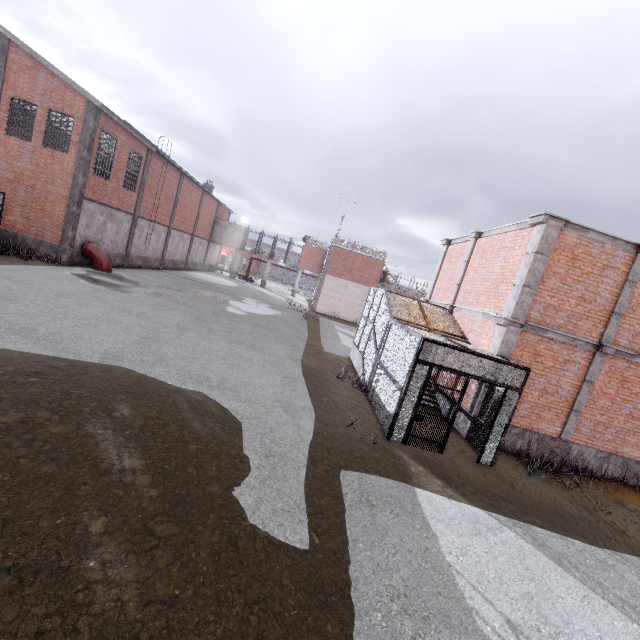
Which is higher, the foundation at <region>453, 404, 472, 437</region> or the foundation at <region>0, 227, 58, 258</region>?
the foundation at <region>0, 227, 58, 258</region>

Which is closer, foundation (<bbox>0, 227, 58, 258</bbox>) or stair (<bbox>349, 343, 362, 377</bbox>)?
stair (<bbox>349, 343, 362, 377</bbox>)

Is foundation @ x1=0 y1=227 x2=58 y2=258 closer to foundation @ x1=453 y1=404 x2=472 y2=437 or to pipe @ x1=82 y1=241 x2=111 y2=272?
pipe @ x1=82 y1=241 x2=111 y2=272

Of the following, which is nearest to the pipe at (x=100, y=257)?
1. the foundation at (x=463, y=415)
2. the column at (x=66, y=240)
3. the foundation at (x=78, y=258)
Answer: the foundation at (x=78, y=258)

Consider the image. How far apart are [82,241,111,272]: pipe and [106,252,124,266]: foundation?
0.1m

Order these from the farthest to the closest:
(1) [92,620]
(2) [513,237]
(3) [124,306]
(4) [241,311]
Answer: (4) [241,311] < (3) [124,306] < (2) [513,237] < (1) [92,620]

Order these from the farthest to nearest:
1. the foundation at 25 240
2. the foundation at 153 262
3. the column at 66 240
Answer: the foundation at 153 262 → the foundation at 25 240 → the column at 66 240

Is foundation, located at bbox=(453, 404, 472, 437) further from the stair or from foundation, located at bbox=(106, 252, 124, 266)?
foundation, located at bbox=(106, 252, 124, 266)
